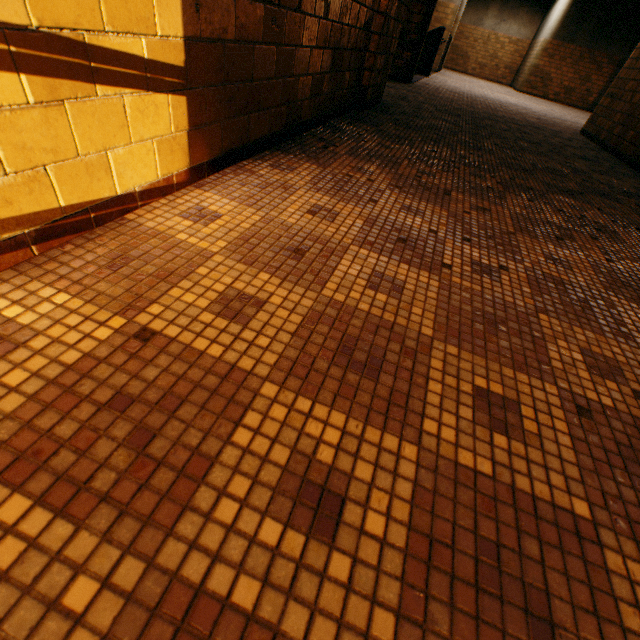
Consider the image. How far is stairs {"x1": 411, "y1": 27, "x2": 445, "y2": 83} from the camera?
9.5 meters

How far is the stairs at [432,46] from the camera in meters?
9.5 m

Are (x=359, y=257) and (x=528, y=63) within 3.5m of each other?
no
